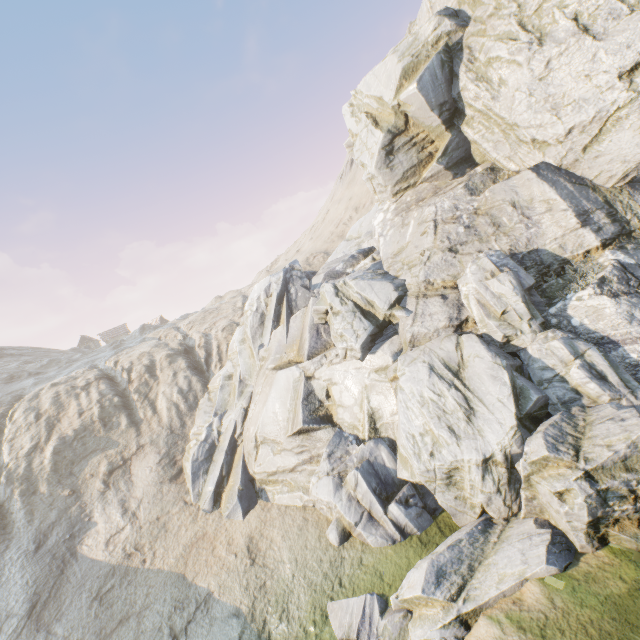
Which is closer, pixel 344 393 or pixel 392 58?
pixel 344 393
